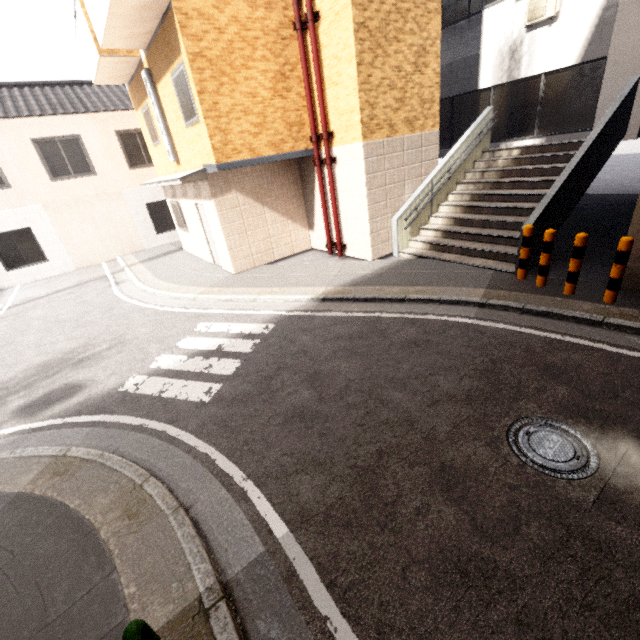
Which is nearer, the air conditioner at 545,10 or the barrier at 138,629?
the barrier at 138,629

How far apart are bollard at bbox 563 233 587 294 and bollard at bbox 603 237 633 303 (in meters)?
0.42

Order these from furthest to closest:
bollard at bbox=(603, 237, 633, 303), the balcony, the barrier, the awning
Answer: the awning, the balcony, bollard at bbox=(603, 237, 633, 303), the barrier

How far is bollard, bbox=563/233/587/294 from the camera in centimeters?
536cm

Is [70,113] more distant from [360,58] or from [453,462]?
[453,462]

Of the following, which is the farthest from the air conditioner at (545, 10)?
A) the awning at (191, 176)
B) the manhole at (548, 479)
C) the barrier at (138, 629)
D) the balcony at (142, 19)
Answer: Result: the barrier at (138, 629)

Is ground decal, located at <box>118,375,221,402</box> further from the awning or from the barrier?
the awning

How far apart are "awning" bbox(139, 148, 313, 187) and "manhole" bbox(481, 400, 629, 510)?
7.9 meters
